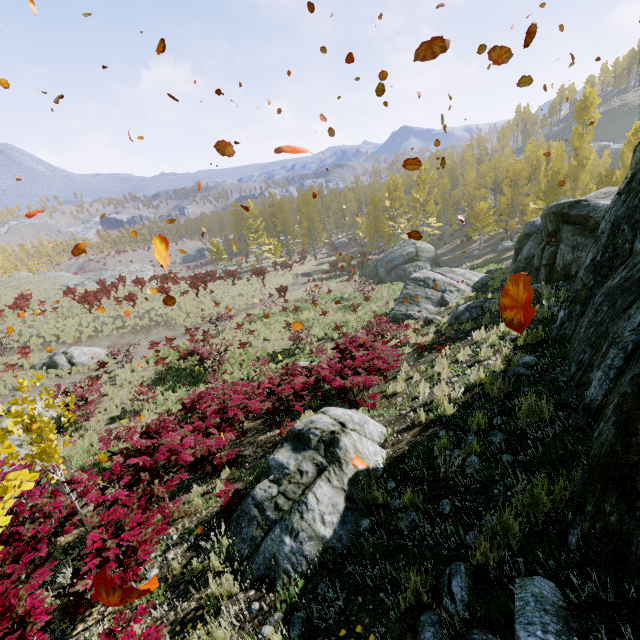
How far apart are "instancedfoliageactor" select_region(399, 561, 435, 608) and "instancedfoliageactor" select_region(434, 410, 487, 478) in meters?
1.4 m

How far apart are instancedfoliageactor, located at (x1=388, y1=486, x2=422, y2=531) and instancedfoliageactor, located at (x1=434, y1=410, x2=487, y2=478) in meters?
0.9 m

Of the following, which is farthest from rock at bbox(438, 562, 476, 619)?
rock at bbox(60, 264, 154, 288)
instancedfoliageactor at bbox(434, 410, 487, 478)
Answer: rock at bbox(60, 264, 154, 288)

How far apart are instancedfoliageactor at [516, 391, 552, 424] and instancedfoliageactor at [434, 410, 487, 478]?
0.3 meters

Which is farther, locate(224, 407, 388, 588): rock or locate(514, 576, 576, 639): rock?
locate(224, 407, 388, 588): rock

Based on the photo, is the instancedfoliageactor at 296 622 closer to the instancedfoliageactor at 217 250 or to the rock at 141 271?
the instancedfoliageactor at 217 250

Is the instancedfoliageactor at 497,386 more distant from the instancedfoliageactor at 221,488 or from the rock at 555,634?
the instancedfoliageactor at 221,488

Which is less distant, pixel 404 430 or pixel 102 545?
pixel 102 545
